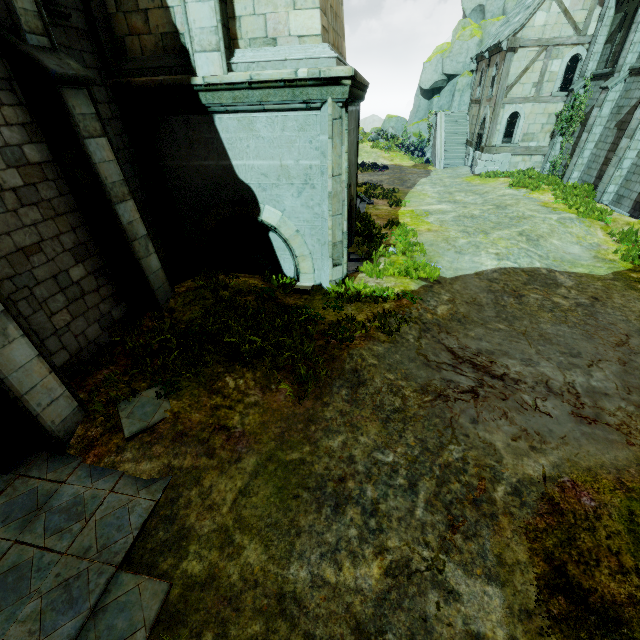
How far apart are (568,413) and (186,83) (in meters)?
9.84

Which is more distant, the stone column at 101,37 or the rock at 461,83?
the rock at 461,83

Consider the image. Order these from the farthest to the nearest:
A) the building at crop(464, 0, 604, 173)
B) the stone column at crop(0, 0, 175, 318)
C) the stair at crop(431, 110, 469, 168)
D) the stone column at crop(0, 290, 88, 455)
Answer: the stair at crop(431, 110, 469, 168), the building at crop(464, 0, 604, 173), the stone column at crop(0, 0, 175, 318), the stone column at crop(0, 290, 88, 455)

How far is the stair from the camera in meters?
26.9 m

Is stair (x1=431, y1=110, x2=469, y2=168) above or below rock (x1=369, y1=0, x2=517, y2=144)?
below

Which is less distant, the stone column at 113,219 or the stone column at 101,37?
the stone column at 113,219

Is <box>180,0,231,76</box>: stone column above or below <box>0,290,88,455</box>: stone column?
above

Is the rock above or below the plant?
above
